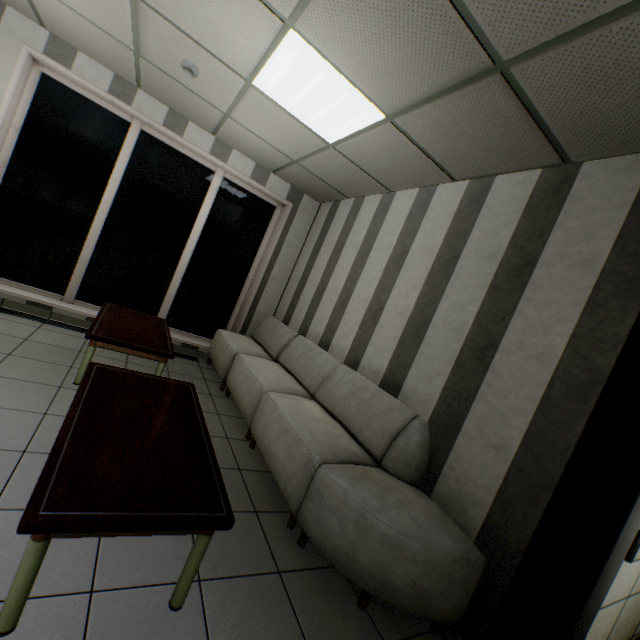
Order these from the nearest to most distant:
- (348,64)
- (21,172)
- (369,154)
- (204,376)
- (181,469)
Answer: (181,469) → (348,64) → (369,154) → (21,172) → (204,376)

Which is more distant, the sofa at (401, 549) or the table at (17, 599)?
the sofa at (401, 549)

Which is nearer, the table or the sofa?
the table
